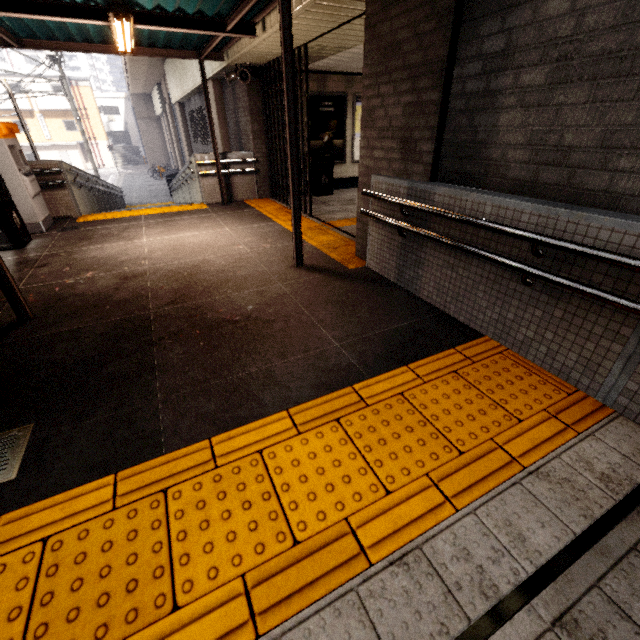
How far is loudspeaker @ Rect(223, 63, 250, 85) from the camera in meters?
7.2 m

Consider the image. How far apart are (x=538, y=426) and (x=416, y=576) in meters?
1.3 m

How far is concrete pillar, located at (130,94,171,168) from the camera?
31.05m

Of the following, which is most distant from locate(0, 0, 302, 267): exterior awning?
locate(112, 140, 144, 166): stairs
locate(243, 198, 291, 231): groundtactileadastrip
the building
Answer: the building

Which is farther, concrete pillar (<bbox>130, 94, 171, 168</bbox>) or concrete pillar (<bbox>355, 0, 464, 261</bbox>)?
concrete pillar (<bbox>130, 94, 171, 168</bbox>)

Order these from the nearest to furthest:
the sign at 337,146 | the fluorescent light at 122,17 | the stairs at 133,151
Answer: the fluorescent light at 122,17, the sign at 337,146, the stairs at 133,151

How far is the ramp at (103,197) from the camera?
7.84m

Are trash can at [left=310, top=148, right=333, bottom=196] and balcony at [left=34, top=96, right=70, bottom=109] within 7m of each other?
no
